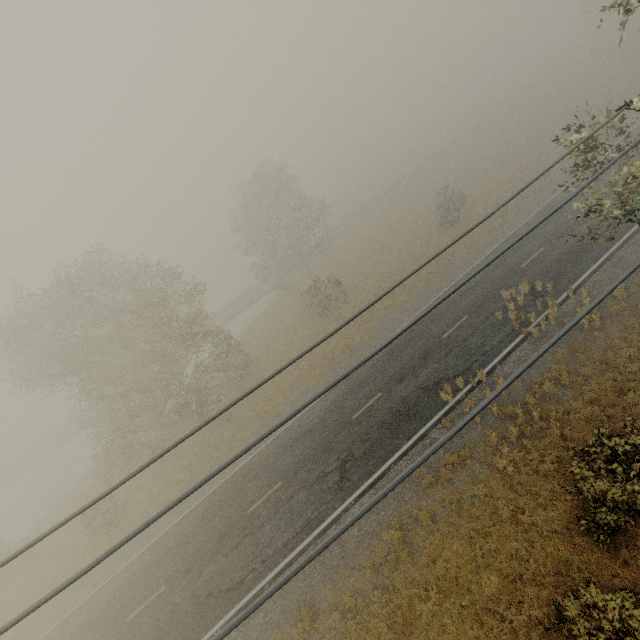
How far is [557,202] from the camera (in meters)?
24.88
